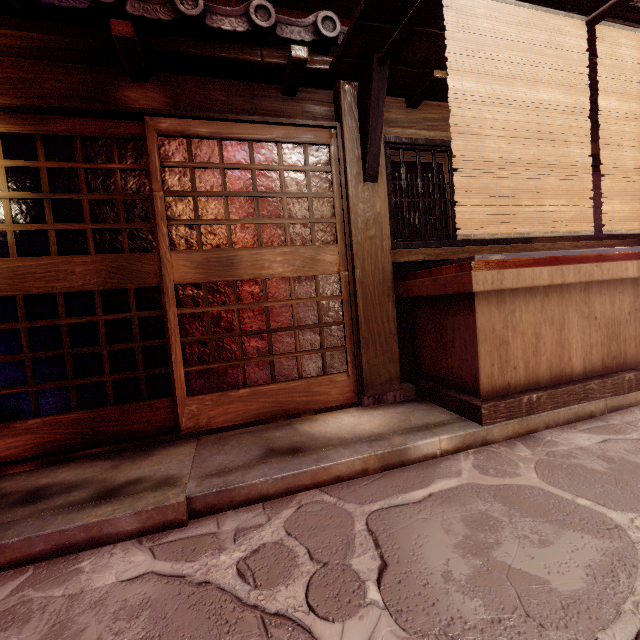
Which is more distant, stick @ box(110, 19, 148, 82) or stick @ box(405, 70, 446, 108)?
stick @ box(405, 70, 446, 108)

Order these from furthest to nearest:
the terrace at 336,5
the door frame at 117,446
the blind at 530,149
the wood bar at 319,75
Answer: the terrace at 336,5 < the wood bar at 319,75 < the door frame at 117,446 < the blind at 530,149

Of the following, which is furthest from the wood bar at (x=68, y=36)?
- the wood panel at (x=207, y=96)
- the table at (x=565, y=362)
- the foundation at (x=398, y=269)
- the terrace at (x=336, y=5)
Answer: the table at (x=565, y=362)

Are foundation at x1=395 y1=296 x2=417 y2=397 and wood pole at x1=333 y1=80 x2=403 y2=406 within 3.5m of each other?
yes

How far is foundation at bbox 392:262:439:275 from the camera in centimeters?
648cm

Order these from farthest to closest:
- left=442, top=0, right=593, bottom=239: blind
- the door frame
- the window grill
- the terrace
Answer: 1. the terrace
2. the window grill
3. the door frame
4. left=442, top=0, right=593, bottom=239: blind

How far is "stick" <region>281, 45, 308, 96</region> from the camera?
4.8m

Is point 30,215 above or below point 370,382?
above
